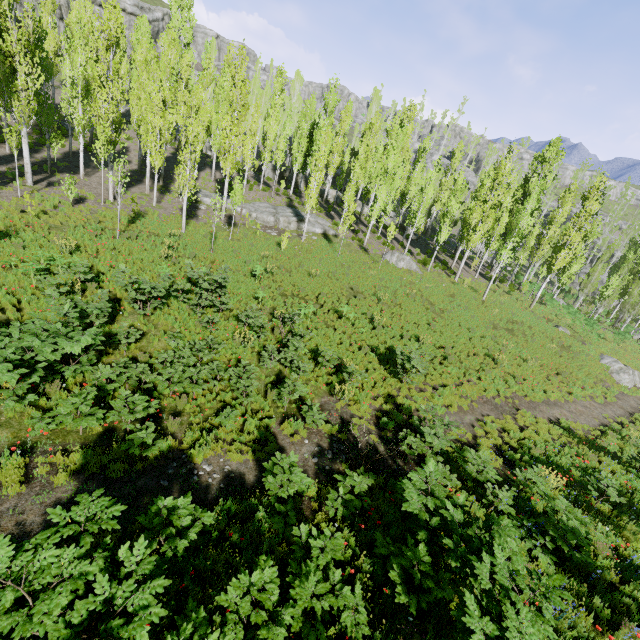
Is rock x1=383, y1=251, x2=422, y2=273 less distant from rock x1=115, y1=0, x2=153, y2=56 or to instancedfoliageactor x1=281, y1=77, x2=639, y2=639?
instancedfoliageactor x1=281, y1=77, x2=639, y2=639

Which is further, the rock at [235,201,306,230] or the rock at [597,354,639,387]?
the rock at [235,201,306,230]

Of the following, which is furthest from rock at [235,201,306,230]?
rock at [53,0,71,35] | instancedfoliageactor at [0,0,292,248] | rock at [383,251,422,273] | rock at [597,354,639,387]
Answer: rock at [53,0,71,35]

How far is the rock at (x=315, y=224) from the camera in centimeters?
2958cm

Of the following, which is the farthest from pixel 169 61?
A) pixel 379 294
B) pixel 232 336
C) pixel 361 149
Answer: pixel 232 336

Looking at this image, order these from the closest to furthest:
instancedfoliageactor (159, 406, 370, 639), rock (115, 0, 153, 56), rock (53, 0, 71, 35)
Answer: instancedfoliageactor (159, 406, 370, 639)
rock (53, 0, 71, 35)
rock (115, 0, 153, 56)

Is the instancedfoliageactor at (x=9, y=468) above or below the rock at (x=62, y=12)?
below

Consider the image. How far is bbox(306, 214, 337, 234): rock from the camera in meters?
29.6 m
